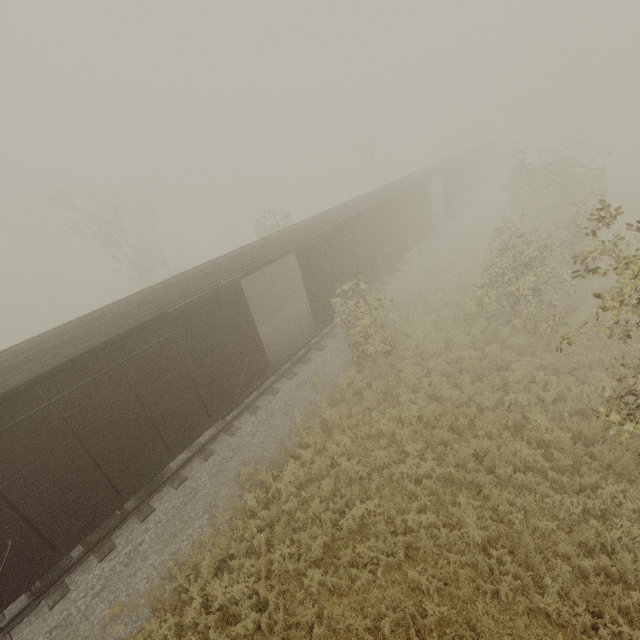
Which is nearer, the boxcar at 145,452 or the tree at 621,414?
the tree at 621,414

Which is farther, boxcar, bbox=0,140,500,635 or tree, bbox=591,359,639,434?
boxcar, bbox=0,140,500,635

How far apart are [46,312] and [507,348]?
45.5 meters
